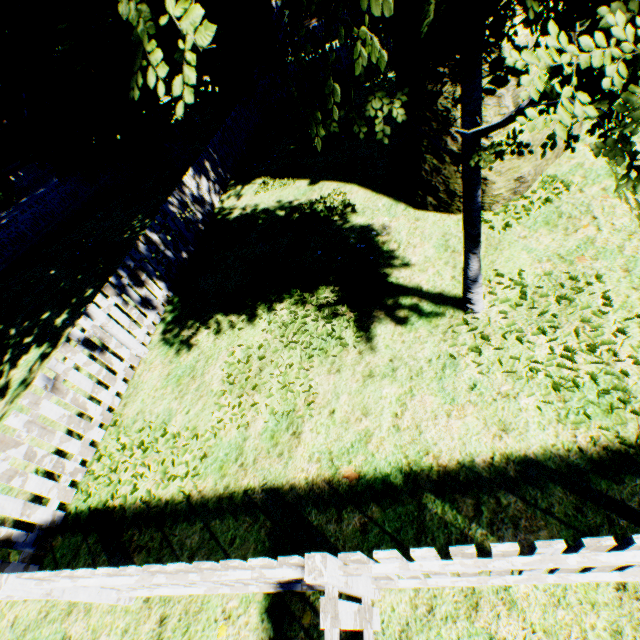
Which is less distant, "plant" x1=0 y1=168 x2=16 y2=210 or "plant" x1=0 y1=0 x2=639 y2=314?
"plant" x1=0 y1=0 x2=639 y2=314

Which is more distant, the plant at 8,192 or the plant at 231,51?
the plant at 8,192

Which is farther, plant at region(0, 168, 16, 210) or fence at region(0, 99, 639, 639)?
plant at region(0, 168, 16, 210)

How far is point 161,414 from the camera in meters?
4.8

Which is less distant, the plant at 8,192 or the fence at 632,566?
the fence at 632,566
